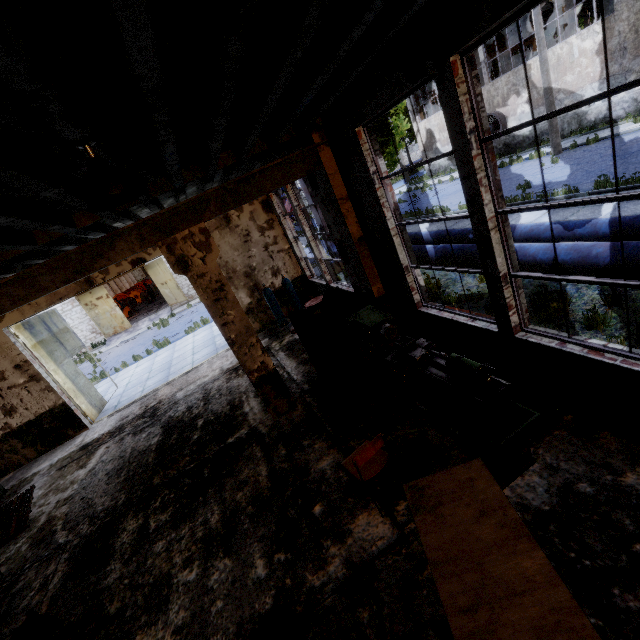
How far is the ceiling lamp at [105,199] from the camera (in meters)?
2.08

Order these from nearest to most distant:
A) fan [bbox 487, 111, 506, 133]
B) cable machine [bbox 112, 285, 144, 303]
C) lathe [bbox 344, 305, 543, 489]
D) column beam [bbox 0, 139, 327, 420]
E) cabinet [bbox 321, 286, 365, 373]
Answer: lathe [bbox 344, 305, 543, 489] < column beam [bbox 0, 139, 327, 420] < cabinet [bbox 321, 286, 365, 373] < fan [bbox 487, 111, 506, 133] < cable machine [bbox 112, 285, 144, 303]

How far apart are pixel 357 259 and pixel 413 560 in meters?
4.9

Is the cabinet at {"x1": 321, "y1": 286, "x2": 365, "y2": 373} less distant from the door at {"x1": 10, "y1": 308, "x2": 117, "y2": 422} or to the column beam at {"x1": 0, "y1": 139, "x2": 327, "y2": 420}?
the column beam at {"x1": 0, "y1": 139, "x2": 327, "y2": 420}

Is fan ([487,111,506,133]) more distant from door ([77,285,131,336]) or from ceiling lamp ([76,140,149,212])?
door ([77,285,131,336])

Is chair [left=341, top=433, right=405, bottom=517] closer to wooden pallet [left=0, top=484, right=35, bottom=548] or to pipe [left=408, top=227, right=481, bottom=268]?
pipe [left=408, top=227, right=481, bottom=268]

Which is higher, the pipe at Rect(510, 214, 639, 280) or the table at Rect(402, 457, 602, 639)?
the pipe at Rect(510, 214, 639, 280)

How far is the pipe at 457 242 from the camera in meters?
7.1 m
